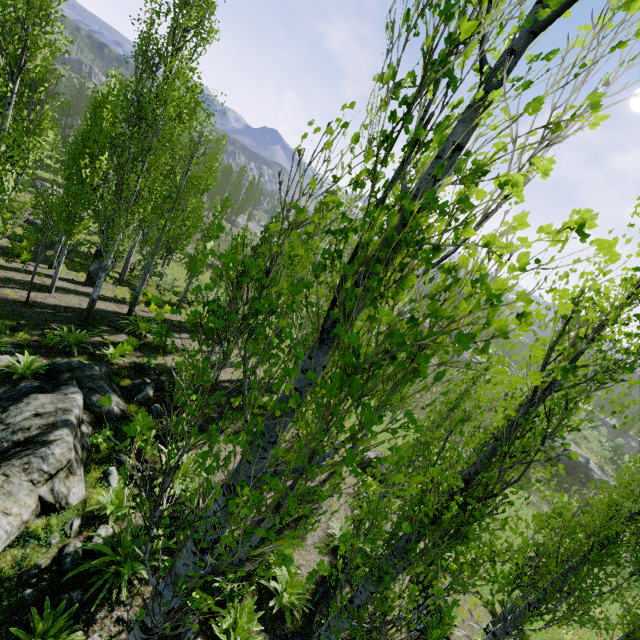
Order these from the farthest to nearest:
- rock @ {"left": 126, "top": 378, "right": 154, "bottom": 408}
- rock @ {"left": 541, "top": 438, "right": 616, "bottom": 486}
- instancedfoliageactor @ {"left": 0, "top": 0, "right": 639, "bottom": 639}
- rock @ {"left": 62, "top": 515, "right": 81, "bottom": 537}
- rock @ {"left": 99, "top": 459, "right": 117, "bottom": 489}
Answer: rock @ {"left": 541, "top": 438, "right": 616, "bottom": 486} → rock @ {"left": 126, "top": 378, "right": 154, "bottom": 408} → rock @ {"left": 99, "top": 459, "right": 117, "bottom": 489} → rock @ {"left": 62, "top": 515, "right": 81, "bottom": 537} → instancedfoliageactor @ {"left": 0, "top": 0, "right": 639, "bottom": 639}

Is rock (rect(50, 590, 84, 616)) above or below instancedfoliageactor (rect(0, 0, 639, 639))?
→ below

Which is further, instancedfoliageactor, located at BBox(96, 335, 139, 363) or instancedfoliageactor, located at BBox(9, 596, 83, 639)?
instancedfoliageactor, located at BBox(96, 335, 139, 363)

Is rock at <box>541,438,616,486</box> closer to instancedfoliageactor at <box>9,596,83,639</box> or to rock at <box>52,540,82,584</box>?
instancedfoliageactor at <box>9,596,83,639</box>

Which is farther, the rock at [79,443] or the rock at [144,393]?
the rock at [144,393]

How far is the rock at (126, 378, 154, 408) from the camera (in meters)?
10.07

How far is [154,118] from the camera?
13.5m

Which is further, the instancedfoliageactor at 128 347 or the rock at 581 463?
the rock at 581 463
